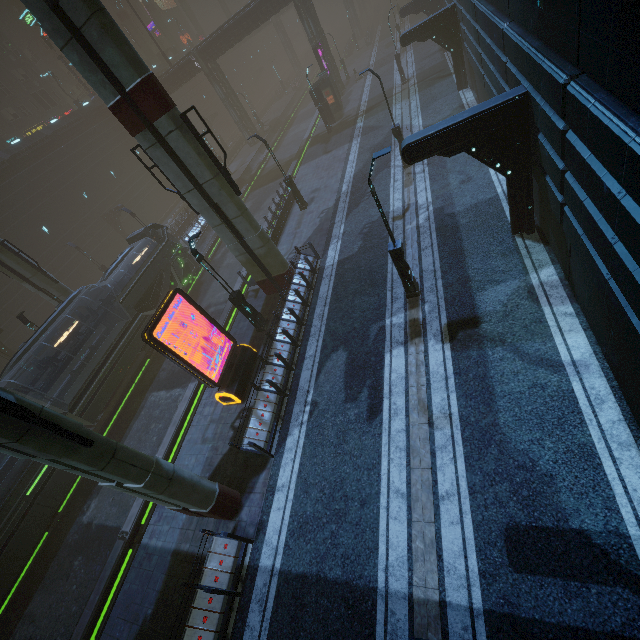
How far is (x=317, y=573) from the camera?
8.2 meters

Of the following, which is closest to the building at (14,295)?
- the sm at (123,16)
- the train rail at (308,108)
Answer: the train rail at (308,108)

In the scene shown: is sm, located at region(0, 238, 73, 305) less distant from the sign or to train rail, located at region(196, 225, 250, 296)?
train rail, located at region(196, 225, 250, 296)

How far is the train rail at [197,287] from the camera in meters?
19.8

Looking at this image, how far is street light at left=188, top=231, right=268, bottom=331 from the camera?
12.89m

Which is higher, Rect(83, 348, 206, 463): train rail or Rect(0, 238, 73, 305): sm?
Rect(0, 238, 73, 305): sm

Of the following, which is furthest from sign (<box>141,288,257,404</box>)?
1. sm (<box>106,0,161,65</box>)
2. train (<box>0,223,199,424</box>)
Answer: sm (<box>106,0,161,65</box>)

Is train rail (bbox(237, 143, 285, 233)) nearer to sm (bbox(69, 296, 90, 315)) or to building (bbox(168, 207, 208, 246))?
building (bbox(168, 207, 208, 246))
